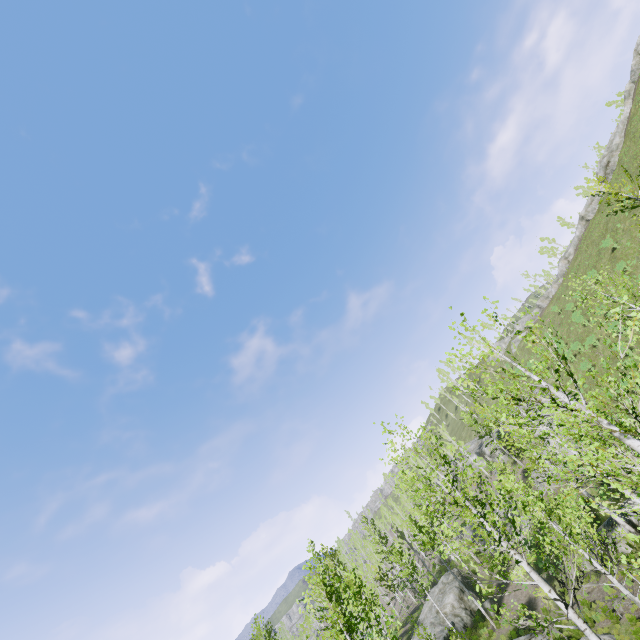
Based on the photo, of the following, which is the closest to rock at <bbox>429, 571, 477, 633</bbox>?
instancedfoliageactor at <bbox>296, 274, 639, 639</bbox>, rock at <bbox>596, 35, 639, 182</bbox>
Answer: instancedfoliageactor at <bbox>296, 274, 639, 639</bbox>

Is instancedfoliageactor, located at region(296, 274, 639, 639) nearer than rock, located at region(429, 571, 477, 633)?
Yes

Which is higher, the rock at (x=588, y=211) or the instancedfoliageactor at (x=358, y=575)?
the rock at (x=588, y=211)

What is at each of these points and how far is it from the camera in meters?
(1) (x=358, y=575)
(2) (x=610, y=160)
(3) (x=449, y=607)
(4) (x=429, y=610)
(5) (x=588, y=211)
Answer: (1) instancedfoliageactor, 24.5
(2) rock, 43.7
(3) rock, 29.3
(4) rock, 31.3
(5) rock, 47.5

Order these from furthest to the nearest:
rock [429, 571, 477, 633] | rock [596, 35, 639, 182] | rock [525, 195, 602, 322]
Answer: rock [525, 195, 602, 322] → rock [596, 35, 639, 182] → rock [429, 571, 477, 633]

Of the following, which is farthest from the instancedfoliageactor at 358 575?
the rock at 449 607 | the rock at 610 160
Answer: the rock at 610 160
